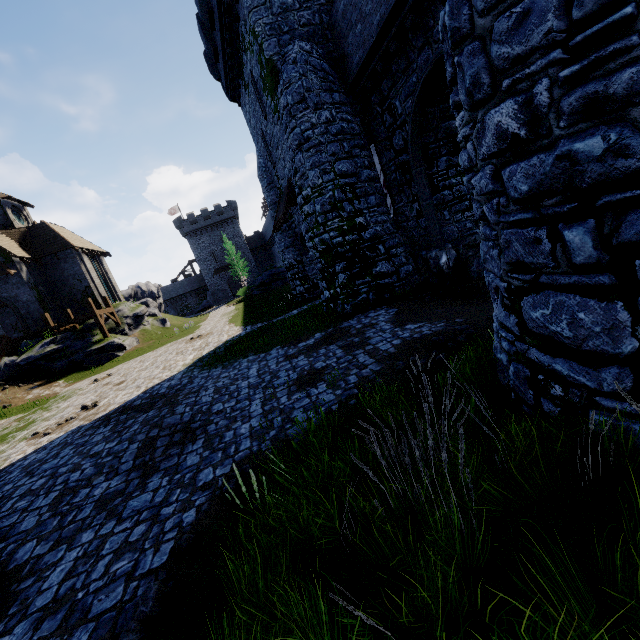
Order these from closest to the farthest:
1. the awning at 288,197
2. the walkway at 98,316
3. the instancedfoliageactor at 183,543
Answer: the instancedfoliageactor at 183,543
the awning at 288,197
the walkway at 98,316

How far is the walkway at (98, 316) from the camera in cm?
2312

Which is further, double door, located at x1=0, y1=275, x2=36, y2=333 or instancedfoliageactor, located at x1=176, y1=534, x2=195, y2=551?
double door, located at x1=0, y1=275, x2=36, y2=333

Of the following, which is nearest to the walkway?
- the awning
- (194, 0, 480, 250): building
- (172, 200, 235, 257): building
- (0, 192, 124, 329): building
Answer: (0, 192, 124, 329): building

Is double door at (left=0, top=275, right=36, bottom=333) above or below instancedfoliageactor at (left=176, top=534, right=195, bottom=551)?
above

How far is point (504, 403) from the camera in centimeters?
436cm

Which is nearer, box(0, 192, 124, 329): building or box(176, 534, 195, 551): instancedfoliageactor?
box(176, 534, 195, 551): instancedfoliageactor

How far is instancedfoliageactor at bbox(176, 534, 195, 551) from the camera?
3.8m
